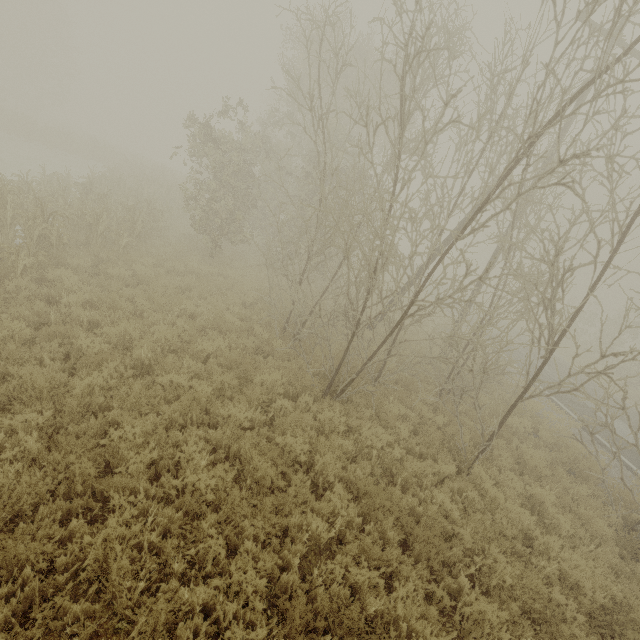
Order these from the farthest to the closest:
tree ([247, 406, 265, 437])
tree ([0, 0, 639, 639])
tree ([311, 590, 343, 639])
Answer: tree ([247, 406, 265, 437]) → tree ([0, 0, 639, 639]) → tree ([311, 590, 343, 639])

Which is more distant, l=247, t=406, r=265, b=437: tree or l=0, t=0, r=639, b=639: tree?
l=247, t=406, r=265, b=437: tree

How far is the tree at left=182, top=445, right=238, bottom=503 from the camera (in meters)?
4.50

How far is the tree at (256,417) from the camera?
6.07m

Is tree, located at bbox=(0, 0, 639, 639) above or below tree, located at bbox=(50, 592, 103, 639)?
above

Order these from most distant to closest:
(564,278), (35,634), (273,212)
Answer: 1. (564,278)
2. (273,212)
3. (35,634)
